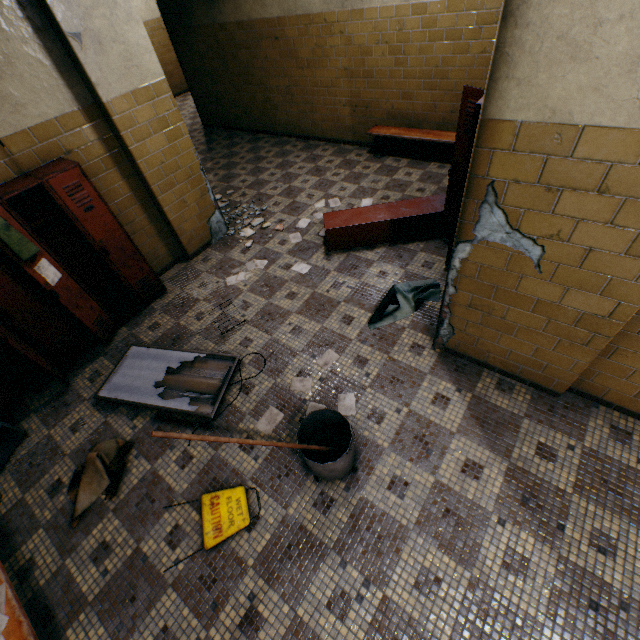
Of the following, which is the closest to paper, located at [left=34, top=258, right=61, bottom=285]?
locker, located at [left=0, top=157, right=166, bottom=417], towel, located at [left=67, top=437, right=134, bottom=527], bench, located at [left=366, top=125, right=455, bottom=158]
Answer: locker, located at [left=0, top=157, right=166, bottom=417]

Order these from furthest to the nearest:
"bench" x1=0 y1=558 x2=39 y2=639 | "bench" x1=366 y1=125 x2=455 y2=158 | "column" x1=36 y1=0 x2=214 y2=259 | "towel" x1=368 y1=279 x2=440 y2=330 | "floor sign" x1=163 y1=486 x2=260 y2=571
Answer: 1. "bench" x1=366 y1=125 x2=455 y2=158
2. "towel" x1=368 y1=279 x2=440 y2=330
3. "column" x1=36 y1=0 x2=214 y2=259
4. "floor sign" x1=163 y1=486 x2=260 y2=571
5. "bench" x1=0 y1=558 x2=39 y2=639

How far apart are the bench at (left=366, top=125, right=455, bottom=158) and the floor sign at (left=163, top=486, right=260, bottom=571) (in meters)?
5.42

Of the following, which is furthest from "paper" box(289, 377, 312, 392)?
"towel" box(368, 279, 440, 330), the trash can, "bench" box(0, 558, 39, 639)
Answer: the trash can

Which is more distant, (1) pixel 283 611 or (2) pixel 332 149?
(2) pixel 332 149

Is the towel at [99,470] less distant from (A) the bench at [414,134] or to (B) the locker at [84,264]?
(B) the locker at [84,264]

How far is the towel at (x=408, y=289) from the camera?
3.42m

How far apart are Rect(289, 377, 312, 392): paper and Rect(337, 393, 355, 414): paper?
0.3m
